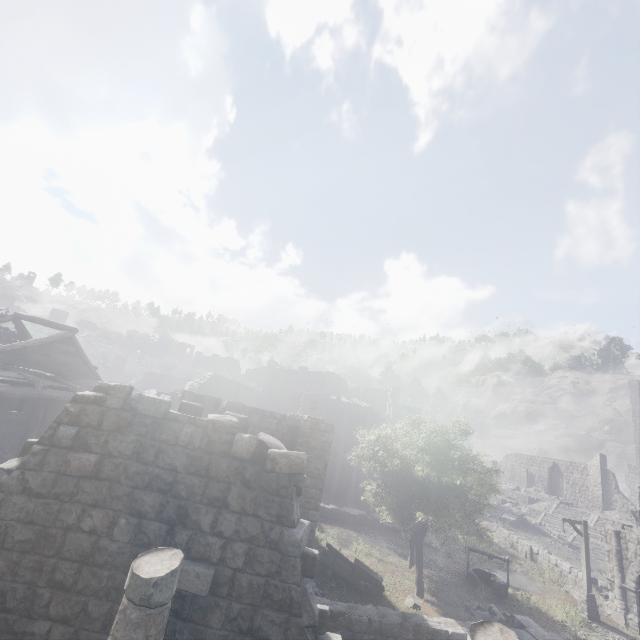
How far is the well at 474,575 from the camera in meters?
17.4

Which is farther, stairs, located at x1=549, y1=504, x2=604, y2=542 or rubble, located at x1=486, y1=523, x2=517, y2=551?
stairs, located at x1=549, y1=504, x2=604, y2=542

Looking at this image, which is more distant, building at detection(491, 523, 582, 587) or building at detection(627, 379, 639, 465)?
building at detection(627, 379, 639, 465)

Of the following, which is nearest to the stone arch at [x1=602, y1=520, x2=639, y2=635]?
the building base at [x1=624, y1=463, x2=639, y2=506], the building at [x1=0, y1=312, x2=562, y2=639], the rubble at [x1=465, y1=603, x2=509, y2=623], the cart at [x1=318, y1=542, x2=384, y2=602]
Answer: the building at [x1=0, y1=312, x2=562, y2=639]

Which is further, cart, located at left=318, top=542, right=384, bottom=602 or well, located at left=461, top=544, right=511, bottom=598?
well, located at left=461, top=544, right=511, bottom=598

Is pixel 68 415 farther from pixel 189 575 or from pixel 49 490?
pixel 189 575

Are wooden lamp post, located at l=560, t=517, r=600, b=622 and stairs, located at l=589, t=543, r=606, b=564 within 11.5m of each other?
no

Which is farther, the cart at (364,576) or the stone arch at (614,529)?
the stone arch at (614,529)
